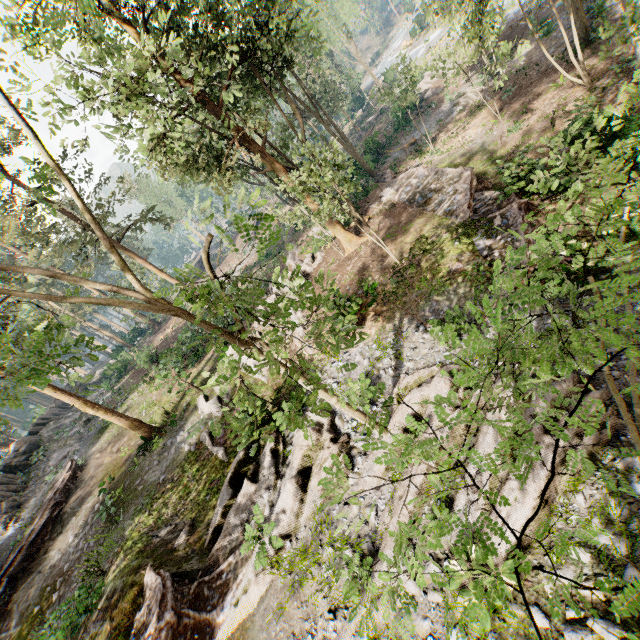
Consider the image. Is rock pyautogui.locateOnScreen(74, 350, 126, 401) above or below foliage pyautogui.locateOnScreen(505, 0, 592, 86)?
above

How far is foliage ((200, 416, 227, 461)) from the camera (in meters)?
3.18

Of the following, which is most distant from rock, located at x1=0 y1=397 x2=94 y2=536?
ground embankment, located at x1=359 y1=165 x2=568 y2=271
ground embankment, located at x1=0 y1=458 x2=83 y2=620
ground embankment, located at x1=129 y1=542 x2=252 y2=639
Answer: ground embankment, located at x1=359 y1=165 x2=568 y2=271

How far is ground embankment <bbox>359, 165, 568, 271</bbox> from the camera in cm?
1295

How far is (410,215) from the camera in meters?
18.5 m

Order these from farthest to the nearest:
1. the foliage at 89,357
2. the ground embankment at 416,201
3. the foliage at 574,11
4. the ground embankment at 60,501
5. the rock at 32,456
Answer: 1. the rock at 32,456
2. the ground embankment at 60,501
3. the foliage at 574,11
4. the ground embankment at 416,201
5. the foliage at 89,357

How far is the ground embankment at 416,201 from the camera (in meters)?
12.95

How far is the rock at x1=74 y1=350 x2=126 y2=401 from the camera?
36.3 meters
